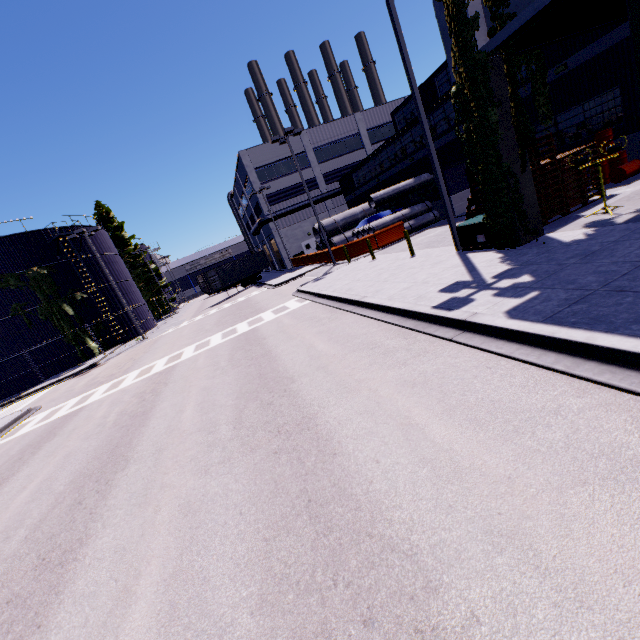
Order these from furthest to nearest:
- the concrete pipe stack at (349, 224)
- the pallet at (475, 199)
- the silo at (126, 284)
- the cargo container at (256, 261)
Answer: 1. the cargo container at (256, 261)
2. the silo at (126, 284)
3. the concrete pipe stack at (349, 224)
4. the pallet at (475, 199)

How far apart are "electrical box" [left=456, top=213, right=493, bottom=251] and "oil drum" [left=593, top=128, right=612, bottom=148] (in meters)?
6.30

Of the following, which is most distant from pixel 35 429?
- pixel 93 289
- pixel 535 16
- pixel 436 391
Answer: pixel 93 289

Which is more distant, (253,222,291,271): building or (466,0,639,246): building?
(253,222,291,271): building

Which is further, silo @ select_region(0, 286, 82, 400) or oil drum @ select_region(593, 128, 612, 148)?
silo @ select_region(0, 286, 82, 400)

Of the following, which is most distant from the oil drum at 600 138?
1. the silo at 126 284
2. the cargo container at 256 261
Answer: the cargo container at 256 261

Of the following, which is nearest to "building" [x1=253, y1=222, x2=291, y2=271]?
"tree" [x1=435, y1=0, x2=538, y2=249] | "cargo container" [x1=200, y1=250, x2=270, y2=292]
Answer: "tree" [x1=435, y1=0, x2=538, y2=249]

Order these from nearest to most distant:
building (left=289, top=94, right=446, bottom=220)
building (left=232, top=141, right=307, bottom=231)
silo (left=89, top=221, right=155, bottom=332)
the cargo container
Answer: building (left=289, top=94, right=446, bottom=220) < silo (left=89, top=221, right=155, bottom=332) < the cargo container < building (left=232, top=141, right=307, bottom=231)
